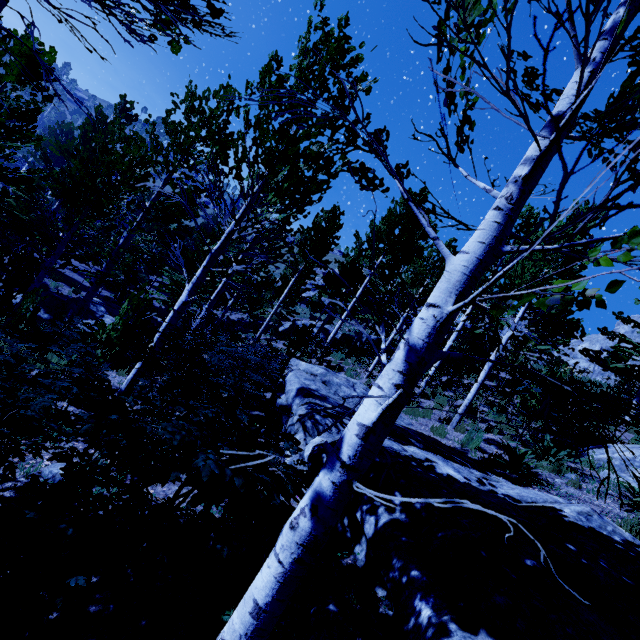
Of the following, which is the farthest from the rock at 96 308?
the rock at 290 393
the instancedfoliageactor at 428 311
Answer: the rock at 290 393

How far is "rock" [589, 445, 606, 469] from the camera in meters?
7.3 m

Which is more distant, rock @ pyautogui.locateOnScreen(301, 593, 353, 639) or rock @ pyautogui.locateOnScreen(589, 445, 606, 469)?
rock @ pyautogui.locateOnScreen(589, 445, 606, 469)

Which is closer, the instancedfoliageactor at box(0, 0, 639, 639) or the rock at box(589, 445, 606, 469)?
the instancedfoliageactor at box(0, 0, 639, 639)

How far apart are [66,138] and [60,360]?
31.25m

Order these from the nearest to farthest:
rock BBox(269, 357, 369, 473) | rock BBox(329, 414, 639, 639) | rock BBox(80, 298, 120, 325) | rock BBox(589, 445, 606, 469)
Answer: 1. rock BBox(329, 414, 639, 639)
2. rock BBox(269, 357, 369, 473)
3. rock BBox(589, 445, 606, 469)
4. rock BBox(80, 298, 120, 325)

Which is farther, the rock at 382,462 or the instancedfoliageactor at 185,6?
the rock at 382,462

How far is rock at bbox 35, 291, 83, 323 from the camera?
13.8m
